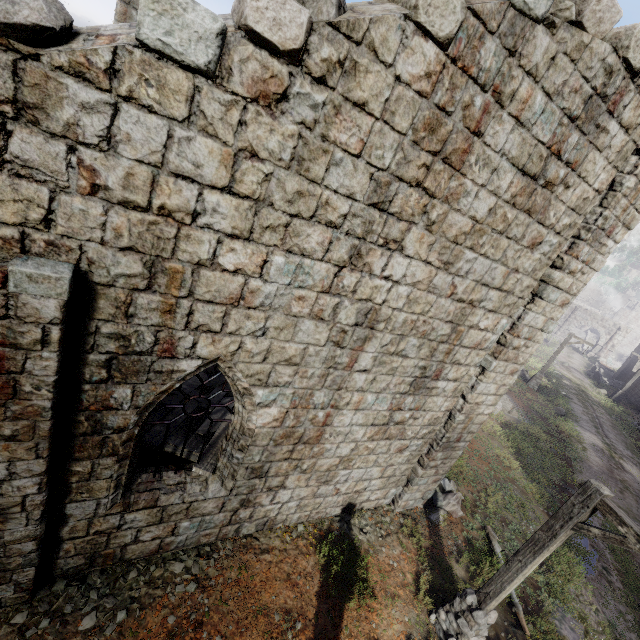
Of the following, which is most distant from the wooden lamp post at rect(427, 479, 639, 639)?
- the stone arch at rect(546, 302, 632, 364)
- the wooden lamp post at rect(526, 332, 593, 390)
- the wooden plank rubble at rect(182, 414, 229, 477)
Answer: the stone arch at rect(546, 302, 632, 364)

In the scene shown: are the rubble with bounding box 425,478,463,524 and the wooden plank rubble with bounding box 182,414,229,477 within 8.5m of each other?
yes

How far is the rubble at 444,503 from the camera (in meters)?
9.63

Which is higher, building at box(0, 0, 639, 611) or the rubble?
building at box(0, 0, 639, 611)

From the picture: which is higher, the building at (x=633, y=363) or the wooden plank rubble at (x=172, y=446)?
the building at (x=633, y=363)

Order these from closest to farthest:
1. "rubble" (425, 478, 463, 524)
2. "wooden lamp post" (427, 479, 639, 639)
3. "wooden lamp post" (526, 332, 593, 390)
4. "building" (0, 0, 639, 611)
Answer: "building" (0, 0, 639, 611) → "wooden lamp post" (427, 479, 639, 639) → "rubble" (425, 478, 463, 524) → "wooden lamp post" (526, 332, 593, 390)

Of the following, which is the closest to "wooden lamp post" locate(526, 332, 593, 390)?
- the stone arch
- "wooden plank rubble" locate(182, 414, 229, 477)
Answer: "wooden plank rubble" locate(182, 414, 229, 477)

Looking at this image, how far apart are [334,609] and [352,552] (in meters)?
1.35
